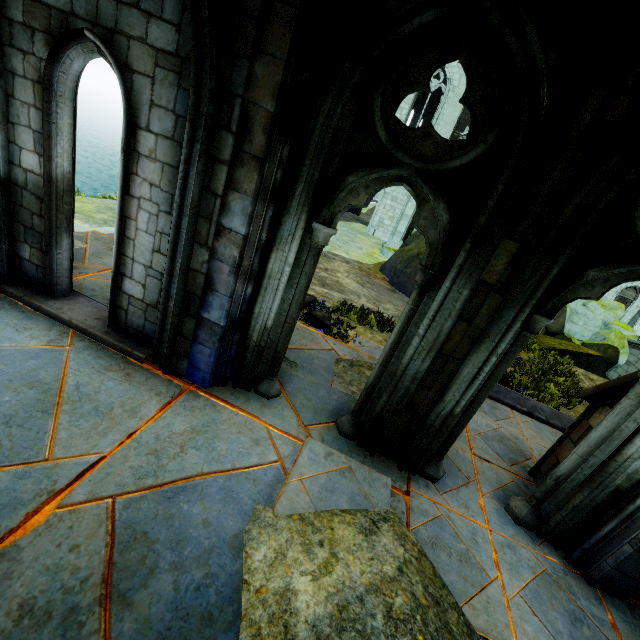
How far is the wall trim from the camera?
6.0m

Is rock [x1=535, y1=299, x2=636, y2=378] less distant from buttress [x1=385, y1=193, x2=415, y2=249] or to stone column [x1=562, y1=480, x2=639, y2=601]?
buttress [x1=385, y1=193, x2=415, y2=249]

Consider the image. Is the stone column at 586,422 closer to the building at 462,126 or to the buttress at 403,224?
the building at 462,126

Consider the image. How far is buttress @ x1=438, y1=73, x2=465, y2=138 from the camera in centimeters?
1883cm

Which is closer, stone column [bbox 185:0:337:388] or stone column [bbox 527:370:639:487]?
stone column [bbox 185:0:337:388]

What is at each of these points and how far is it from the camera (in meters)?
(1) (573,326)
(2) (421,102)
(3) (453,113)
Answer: (1) rock, 22.83
(2) building, 30.50
(3) buttress, 19.00

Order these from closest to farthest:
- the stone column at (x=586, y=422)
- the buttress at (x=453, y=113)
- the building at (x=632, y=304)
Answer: the stone column at (x=586, y=422)
the buttress at (x=453, y=113)
the building at (x=632, y=304)

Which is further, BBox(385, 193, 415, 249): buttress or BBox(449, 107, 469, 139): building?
BBox(449, 107, 469, 139): building
